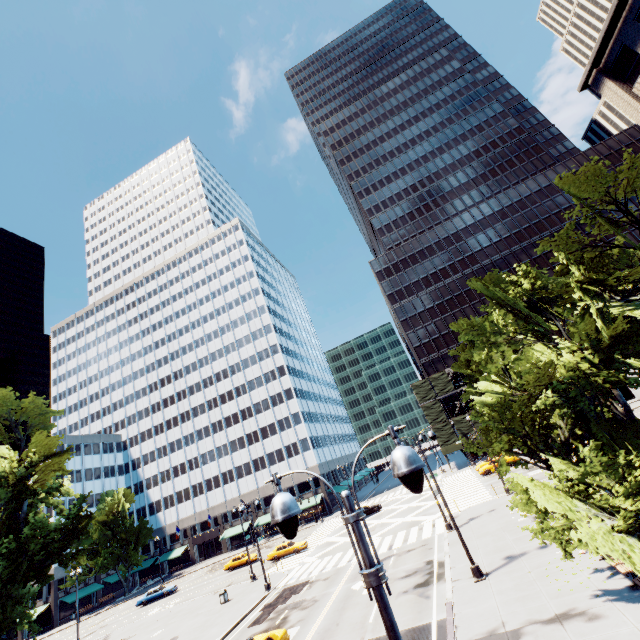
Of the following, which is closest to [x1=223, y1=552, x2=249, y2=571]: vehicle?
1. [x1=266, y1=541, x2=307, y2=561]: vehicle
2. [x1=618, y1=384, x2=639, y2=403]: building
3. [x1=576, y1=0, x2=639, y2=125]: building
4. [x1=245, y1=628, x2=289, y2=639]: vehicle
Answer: [x1=266, y1=541, x2=307, y2=561]: vehicle

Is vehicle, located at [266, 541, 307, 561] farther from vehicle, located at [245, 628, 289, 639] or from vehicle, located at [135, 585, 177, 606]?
vehicle, located at [245, 628, 289, 639]

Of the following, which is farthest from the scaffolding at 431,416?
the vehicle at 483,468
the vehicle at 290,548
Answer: the vehicle at 290,548

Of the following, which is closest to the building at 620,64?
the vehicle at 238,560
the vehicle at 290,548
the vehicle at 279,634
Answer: the vehicle at 279,634

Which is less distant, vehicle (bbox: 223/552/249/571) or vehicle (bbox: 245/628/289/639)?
vehicle (bbox: 245/628/289/639)

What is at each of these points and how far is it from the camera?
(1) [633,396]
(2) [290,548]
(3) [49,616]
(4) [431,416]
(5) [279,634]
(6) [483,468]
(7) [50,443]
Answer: (1) building, 51.4m
(2) vehicle, 39.2m
(3) building, 56.1m
(4) scaffolding, 56.7m
(5) vehicle, 16.7m
(6) vehicle, 41.2m
(7) tree, 22.4m

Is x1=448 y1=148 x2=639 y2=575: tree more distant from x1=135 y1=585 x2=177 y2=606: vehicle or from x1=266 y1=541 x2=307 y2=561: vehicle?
x1=266 y1=541 x2=307 y2=561: vehicle

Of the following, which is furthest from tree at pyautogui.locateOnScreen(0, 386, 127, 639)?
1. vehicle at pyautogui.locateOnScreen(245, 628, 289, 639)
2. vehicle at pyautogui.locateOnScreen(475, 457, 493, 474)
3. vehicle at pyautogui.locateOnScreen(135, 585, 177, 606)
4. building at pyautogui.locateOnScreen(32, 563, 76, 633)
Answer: vehicle at pyautogui.locateOnScreen(135, 585, 177, 606)
